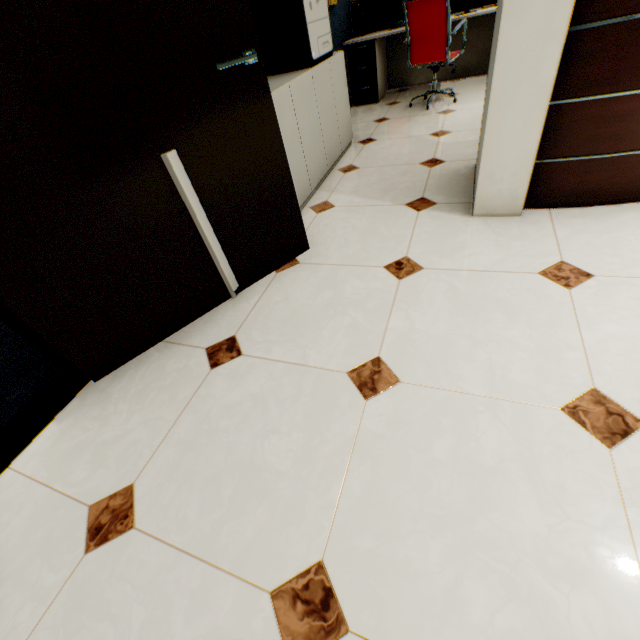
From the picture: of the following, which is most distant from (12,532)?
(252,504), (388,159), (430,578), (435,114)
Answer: (435,114)

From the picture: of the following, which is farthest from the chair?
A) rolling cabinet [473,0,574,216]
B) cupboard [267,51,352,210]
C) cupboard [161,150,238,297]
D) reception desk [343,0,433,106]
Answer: cupboard [161,150,238,297]

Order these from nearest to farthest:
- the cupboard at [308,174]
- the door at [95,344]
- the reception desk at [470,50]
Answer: the door at [95,344] → the cupboard at [308,174] → the reception desk at [470,50]

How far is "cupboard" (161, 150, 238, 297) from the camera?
1.38m

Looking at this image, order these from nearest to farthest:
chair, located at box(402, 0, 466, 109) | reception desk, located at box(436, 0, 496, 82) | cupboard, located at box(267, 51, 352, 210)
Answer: cupboard, located at box(267, 51, 352, 210), chair, located at box(402, 0, 466, 109), reception desk, located at box(436, 0, 496, 82)

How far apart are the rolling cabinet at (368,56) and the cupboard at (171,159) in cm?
415

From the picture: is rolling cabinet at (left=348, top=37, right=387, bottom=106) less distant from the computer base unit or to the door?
the computer base unit

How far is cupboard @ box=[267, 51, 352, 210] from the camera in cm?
221
